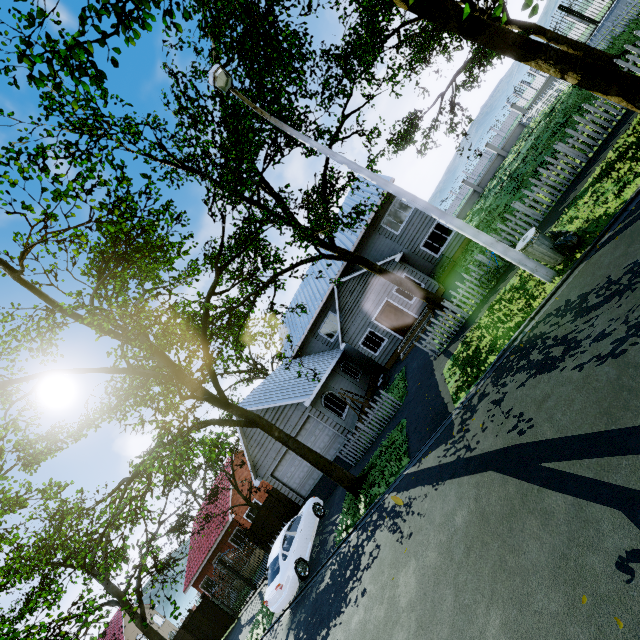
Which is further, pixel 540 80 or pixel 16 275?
pixel 540 80

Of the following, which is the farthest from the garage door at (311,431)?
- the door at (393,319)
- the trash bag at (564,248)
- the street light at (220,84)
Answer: the trash bag at (564,248)

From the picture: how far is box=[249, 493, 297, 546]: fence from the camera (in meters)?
17.95

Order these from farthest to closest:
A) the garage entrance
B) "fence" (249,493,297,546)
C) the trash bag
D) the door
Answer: the door → "fence" (249,493,297,546) → the garage entrance → the trash bag

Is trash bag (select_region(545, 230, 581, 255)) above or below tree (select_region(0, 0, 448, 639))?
below

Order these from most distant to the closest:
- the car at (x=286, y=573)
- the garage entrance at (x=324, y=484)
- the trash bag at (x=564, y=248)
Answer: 1. the garage entrance at (x=324, y=484)
2. the car at (x=286, y=573)
3. the trash bag at (x=564, y=248)

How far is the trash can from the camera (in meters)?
7.74

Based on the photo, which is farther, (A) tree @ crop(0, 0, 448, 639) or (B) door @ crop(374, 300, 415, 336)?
(B) door @ crop(374, 300, 415, 336)
